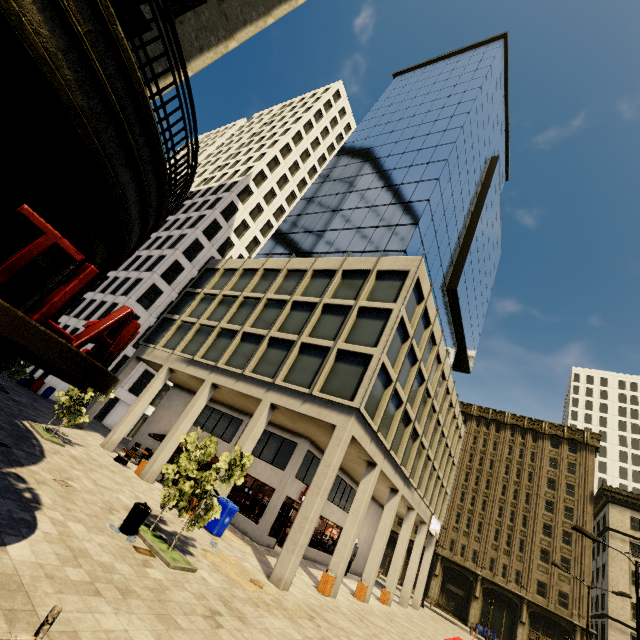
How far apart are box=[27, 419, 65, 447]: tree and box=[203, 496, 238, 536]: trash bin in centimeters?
702cm

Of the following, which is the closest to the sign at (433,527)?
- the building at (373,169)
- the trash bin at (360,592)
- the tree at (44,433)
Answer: the building at (373,169)

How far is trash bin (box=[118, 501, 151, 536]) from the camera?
8.4 meters

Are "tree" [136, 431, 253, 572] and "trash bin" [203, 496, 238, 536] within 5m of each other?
yes

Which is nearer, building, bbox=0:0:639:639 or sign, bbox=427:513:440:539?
building, bbox=0:0:639:639

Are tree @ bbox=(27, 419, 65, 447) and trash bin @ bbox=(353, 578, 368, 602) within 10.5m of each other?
no

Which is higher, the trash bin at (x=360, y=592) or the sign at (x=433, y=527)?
the sign at (x=433, y=527)

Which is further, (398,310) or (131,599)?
(398,310)
